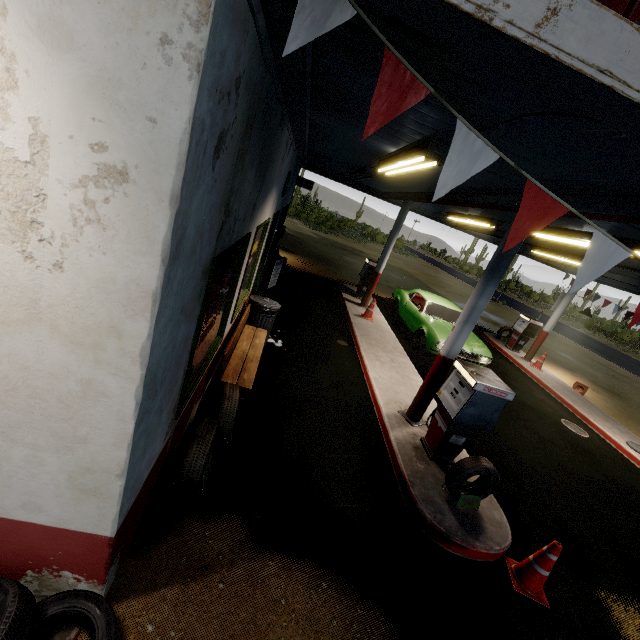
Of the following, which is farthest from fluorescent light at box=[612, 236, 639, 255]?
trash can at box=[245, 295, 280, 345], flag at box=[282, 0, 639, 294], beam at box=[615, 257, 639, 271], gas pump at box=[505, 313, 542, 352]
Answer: gas pump at box=[505, 313, 542, 352]

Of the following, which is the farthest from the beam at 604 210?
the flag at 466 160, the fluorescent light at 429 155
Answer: the fluorescent light at 429 155

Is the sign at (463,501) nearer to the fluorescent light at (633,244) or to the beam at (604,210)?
the beam at (604,210)

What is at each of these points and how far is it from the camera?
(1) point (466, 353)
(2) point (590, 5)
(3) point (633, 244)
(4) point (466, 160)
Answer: (1) car, 9.0m
(2) roof trim, 1.2m
(3) fluorescent light, 5.0m
(4) flag, 1.7m

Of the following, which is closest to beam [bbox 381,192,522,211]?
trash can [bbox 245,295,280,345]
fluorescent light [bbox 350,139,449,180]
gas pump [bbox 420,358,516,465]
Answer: fluorescent light [bbox 350,139,449,180]

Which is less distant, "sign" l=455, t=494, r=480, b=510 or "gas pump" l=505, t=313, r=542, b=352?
"sign" l=455, t=494, r=480, b=510

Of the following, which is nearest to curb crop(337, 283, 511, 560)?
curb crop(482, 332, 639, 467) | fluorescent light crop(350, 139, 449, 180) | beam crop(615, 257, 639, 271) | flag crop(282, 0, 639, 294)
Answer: flag crop(282, 0, 639, 294)

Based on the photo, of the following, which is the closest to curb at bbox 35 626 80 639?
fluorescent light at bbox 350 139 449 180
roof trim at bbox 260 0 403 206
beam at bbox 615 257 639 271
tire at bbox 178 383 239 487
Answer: tire at bbox 178 383 239 487
